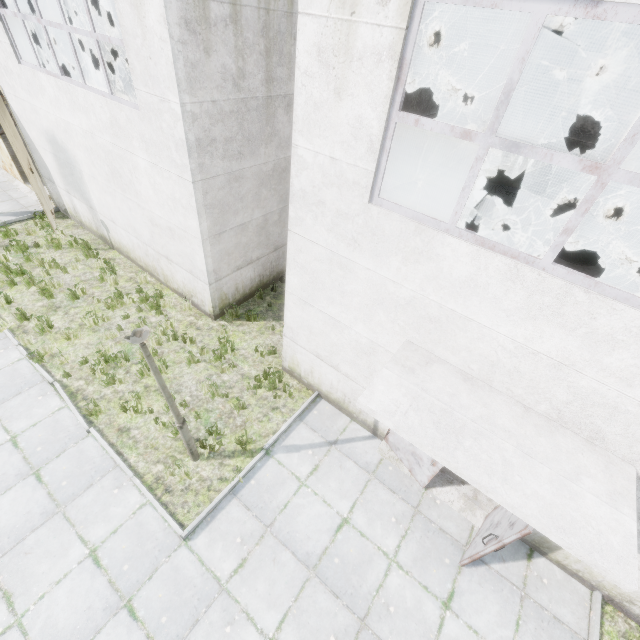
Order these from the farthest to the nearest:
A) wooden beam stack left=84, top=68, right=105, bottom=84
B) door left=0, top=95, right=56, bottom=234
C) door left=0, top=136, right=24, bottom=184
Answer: wooden beam stack left=84, top=68, right=105, bottom=84, door left=0, top=136, right=24, bottom=184, door left=0, top=95, right=56, bottom=234

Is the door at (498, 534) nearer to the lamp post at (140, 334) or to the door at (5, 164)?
the lamp post at (140, 334)

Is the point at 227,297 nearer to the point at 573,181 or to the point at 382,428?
the point at 382,428

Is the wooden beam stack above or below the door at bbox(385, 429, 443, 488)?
above

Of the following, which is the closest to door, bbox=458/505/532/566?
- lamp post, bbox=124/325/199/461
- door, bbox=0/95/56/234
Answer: lamp post, bbox=124/325/199/461

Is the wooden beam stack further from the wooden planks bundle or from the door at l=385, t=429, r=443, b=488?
the door at l=385, t=429, r=443, b=488

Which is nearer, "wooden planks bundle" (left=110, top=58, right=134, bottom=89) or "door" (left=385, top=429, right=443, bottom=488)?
"door" (left=385, top=429, right=443, bottom=488)

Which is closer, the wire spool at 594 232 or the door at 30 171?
the door at 30 171
